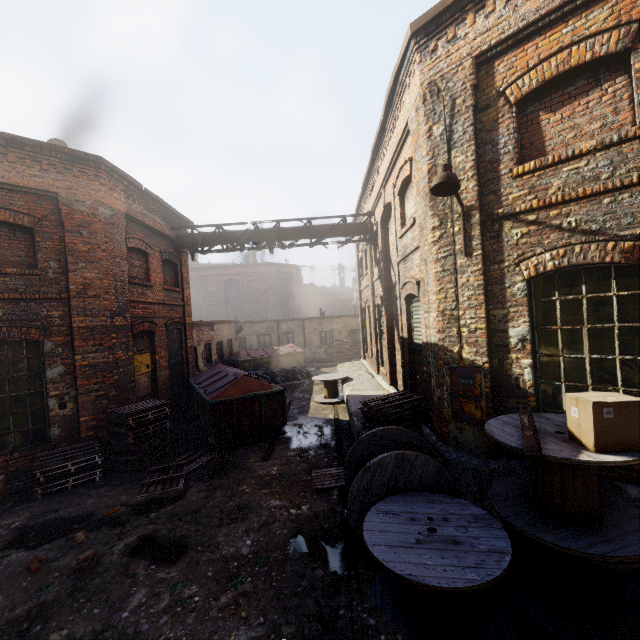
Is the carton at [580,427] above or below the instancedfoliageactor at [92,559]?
above

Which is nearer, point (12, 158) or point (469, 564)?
point (469, 564)

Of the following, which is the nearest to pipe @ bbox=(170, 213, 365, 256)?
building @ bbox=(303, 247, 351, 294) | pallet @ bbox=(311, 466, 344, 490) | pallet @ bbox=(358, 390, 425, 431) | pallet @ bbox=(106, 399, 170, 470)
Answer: pallet @ bbox=(106, 399, 170, 470)

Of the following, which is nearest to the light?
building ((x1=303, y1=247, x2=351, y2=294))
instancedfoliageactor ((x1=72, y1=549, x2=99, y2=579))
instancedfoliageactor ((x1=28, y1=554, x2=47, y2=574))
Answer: instancedfoliageactor ((x1=72, y1=549, x2=99, y2=579))

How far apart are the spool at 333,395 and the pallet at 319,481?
5.5 meters

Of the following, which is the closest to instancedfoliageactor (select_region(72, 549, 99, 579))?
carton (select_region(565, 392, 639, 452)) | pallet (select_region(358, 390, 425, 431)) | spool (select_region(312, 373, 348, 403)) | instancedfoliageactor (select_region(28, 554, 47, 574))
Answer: instancedfoliageactor (select_region(28, 554, 47, 574))

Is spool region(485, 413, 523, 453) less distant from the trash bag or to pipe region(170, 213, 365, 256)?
pipe region(170, 213, 365, 256)

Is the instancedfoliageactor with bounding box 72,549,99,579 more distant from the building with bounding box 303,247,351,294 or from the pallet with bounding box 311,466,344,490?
the building with bounding box 303,247,351,294
